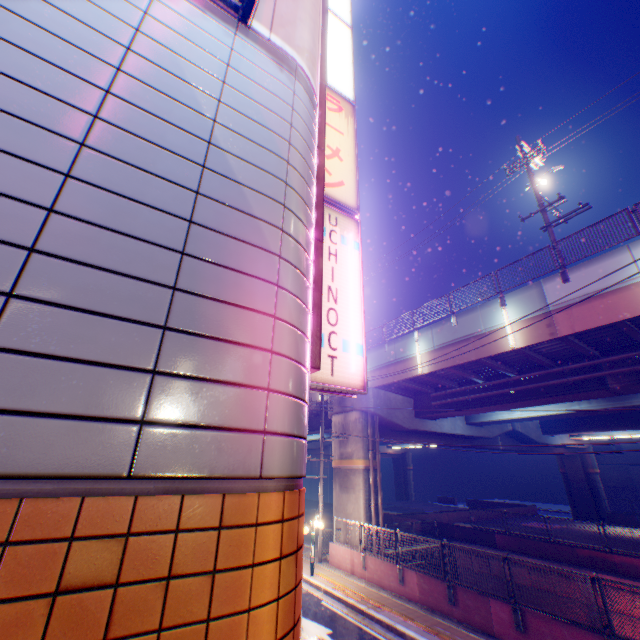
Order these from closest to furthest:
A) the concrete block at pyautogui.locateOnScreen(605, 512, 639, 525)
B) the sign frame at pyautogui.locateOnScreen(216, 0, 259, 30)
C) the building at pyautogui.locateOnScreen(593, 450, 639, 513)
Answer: the sign frame at pyautogui.locateOnScreen(216, 0, 259, 30)
the concrete block at pyautogui.locateOnScreen(605, 512, 639, 525)
the building at pyautogui.locateOnScreen(593, 450, 639, 513)

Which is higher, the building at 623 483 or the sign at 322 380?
the sign at 322 380

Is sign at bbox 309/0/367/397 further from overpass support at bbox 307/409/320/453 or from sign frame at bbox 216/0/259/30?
overpass support at bbox 307/409/320/453

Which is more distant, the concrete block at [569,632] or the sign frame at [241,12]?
the concrete block at [569,632]

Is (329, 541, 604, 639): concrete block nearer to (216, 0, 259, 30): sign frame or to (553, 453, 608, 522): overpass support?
(553, 453, 608, 522): overpass support

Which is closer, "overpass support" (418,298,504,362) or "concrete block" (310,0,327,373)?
"concrete block" (310,0,327,373)

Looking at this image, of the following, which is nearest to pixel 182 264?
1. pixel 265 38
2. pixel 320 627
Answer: pixel 265 38

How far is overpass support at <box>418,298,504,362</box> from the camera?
14.67m
